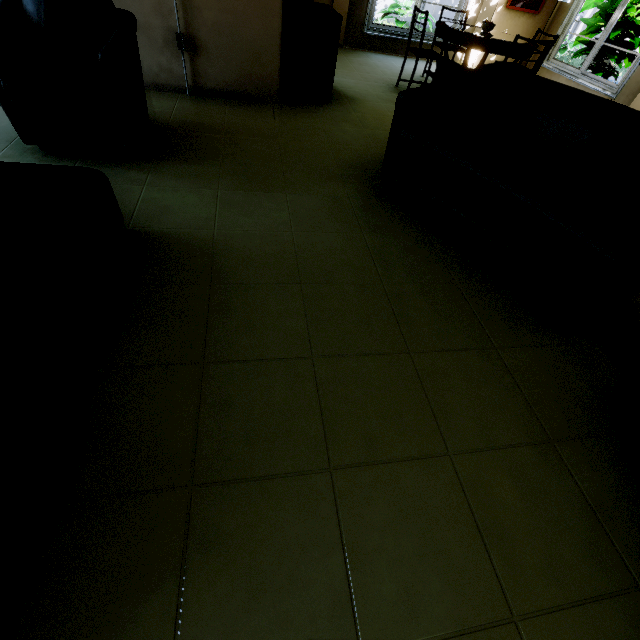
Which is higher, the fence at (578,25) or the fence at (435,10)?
the fence at (578,25)

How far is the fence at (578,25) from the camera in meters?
12.4

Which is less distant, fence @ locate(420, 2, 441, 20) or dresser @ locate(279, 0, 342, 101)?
dresser @ locate(279, 0, 342, 101)

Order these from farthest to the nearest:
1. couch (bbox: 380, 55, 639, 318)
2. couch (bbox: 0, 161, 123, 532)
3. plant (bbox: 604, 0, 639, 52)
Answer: plant (bbox: 604, 0, 639, 52) < couch (bbox: 380, 55, 639, 318) < couch (bbox: 0, 161, 123, 532)

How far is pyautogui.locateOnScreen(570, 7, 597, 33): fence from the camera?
12.4m

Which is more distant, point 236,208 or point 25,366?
point 236,208

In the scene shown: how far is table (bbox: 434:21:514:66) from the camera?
4.1m

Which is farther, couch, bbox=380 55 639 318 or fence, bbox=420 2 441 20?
fence, bbox=420 2 441 20
